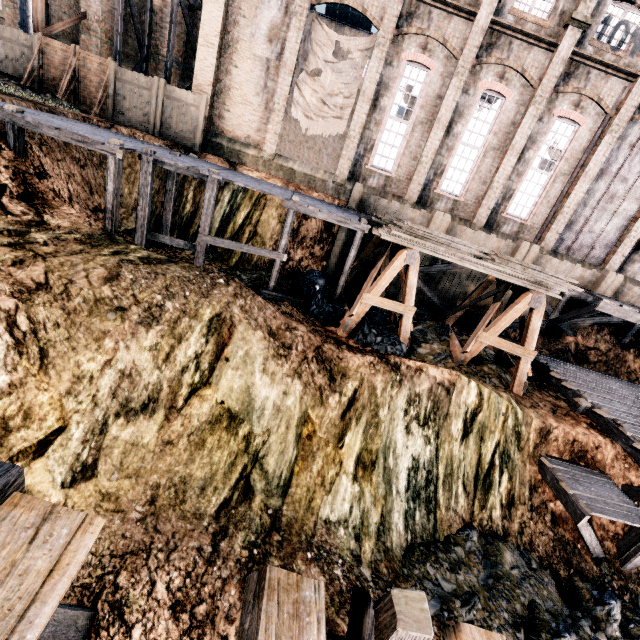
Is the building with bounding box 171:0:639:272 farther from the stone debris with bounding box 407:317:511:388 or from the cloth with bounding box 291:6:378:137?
the stone debris with bounding box 407:317:511:388

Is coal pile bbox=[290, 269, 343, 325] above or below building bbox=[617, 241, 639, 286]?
below

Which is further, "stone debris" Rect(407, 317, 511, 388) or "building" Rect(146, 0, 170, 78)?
"building" Rect(146, 0, 170, 78)

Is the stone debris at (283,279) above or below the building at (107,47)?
below

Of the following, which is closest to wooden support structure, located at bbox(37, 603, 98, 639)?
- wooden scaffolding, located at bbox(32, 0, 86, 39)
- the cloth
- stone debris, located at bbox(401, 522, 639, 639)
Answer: stone debris, located at bbox(401, 522, 639, 639)

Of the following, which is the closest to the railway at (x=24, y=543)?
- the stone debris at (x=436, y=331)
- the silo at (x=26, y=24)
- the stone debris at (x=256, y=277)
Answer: the stone debris at (x=436, y=331)

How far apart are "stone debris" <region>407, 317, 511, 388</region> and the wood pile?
3.5 meters

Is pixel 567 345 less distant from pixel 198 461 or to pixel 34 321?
pixel 198 461
